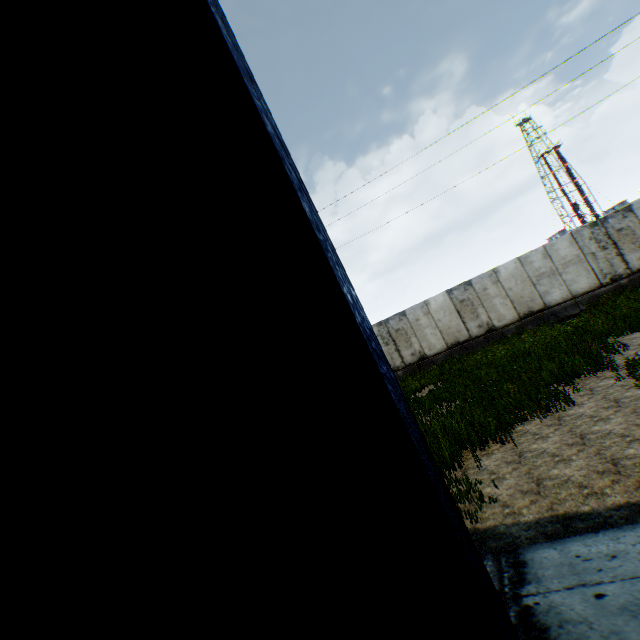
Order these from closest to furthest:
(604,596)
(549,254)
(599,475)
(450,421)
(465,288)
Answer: (604,596) < (599,475) < (450,421) < (549,254) < (465,288)
